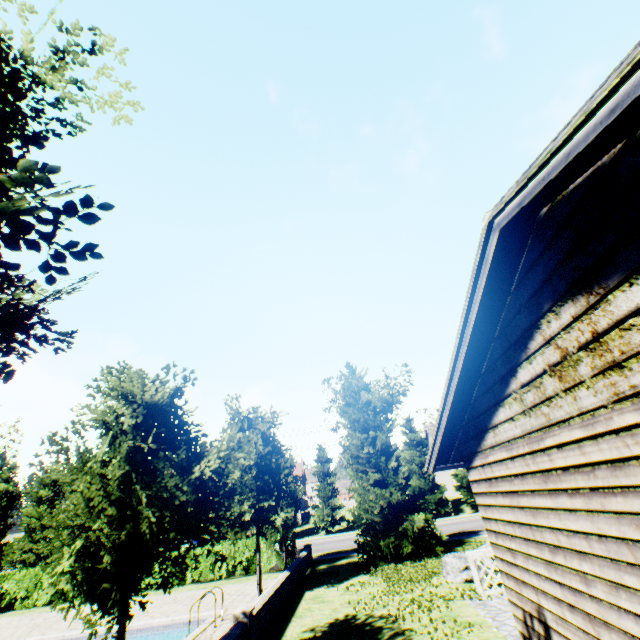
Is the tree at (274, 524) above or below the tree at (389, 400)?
below

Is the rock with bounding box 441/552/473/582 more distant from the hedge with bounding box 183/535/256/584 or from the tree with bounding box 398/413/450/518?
the hedge with bounding box 183/535/256/584

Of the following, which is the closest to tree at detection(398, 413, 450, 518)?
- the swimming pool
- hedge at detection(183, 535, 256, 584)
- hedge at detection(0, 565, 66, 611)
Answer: the swimming pool

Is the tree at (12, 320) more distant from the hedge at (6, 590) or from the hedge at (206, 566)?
the hedge at (6, 590)

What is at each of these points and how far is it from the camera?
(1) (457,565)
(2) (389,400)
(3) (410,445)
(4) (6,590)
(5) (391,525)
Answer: (1) rock, 11.6m
(2) tree, 54.5m
(3) tree, 36.8m
(4) hedge, 18.5m
(5) plant, 17.0m

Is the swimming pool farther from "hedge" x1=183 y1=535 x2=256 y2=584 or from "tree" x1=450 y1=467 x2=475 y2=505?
"hedge" x1=183 y1=535 x2=256 y2=584

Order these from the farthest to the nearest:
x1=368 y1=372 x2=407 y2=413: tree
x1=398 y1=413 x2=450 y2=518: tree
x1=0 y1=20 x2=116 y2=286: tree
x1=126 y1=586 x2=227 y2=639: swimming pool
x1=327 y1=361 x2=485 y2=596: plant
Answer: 1. x1=368 y1=372 x2=407 y2=413: tree
2. x1=398 y1=413 x2=450 y2=518: tree
3. x1=327 y1=361 x2=485 y2=596: plant
4. x1=126 y1=586 x2=227 y2=639: swimming pool
5. x1=0 y1=20 x2=116 y2=286: tree

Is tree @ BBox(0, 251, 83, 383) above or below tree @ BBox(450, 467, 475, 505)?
above
